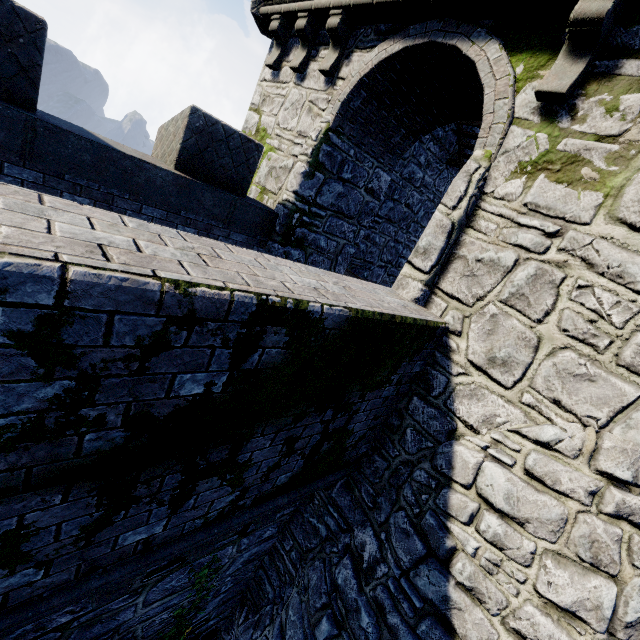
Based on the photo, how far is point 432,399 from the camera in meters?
4.2 m
